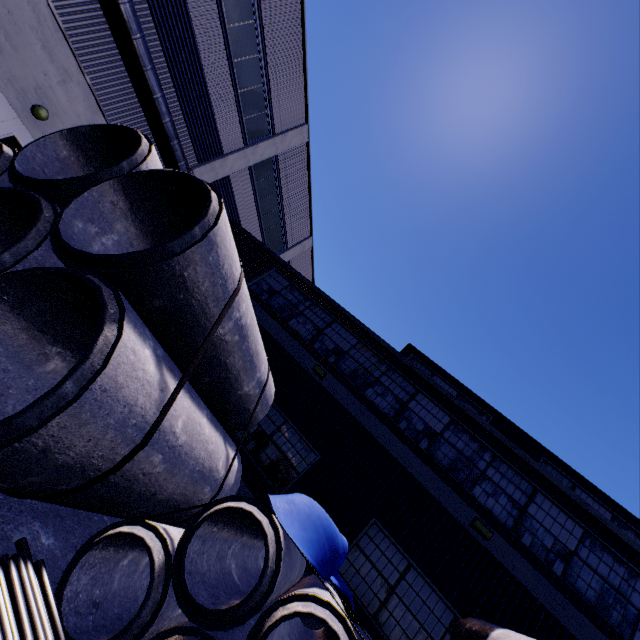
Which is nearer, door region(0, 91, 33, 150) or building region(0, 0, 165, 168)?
building region(0, 0, 165, 168)

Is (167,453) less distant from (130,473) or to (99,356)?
(130,473)

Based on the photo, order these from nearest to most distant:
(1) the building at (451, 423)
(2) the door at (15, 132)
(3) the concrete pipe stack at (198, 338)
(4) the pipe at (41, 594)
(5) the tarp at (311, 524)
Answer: (4) the pipe at (41, 594) → (3) the concrete pipe stack at (198, 338) → (5) the tarp at (311, 524) → (1) the building at (451, 423) → (2) the door at (15, 132)

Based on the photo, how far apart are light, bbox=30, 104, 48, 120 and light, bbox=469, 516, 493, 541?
18.1m

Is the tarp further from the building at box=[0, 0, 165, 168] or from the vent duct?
the vent duct

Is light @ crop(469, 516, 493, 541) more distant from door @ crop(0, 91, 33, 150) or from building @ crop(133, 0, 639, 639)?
door @ crop(0, 91, 33, 150)

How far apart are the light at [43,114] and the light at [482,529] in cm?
1808

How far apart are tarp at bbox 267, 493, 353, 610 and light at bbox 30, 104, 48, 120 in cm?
1447
